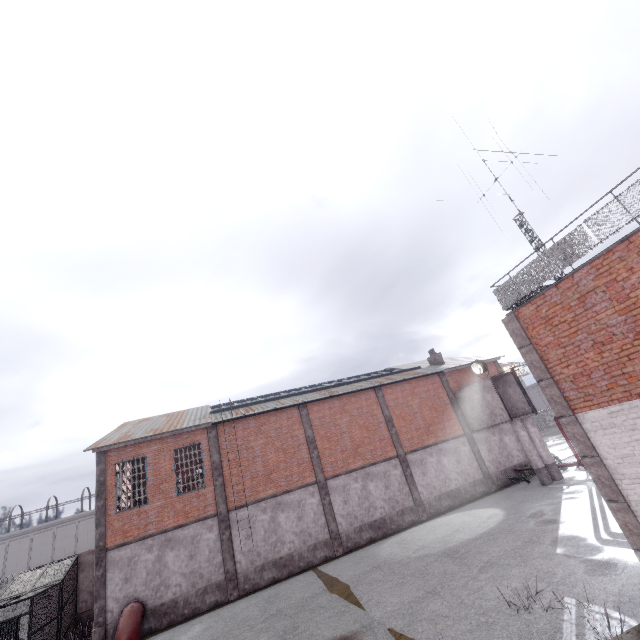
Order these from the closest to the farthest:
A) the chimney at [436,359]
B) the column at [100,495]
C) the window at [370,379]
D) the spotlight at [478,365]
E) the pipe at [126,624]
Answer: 1. the pipe at [126,624]
2. the column at [100,495]
3. the window at [370,379]
4. the spotlight at [478,365]
5. the chimney at [436,359]

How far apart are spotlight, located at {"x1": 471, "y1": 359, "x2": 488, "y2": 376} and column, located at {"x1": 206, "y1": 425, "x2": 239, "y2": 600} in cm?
1804

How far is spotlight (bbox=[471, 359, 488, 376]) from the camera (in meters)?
22.58

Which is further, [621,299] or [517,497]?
[517,497]

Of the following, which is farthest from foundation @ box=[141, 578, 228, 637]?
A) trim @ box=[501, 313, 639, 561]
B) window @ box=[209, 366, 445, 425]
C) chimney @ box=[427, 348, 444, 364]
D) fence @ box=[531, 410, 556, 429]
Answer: fence @ box=[531, 410, 556, 429]

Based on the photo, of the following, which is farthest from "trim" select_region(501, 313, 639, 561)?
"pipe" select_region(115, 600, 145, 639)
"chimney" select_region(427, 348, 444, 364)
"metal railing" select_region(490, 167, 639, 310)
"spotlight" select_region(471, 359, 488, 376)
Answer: "chimney" select_region(427, 348, 444, 364)

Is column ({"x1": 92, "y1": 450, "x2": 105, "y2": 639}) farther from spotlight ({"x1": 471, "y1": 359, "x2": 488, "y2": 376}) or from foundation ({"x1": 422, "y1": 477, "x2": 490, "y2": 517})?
spotlight ({"x1": 471, "y1": 359, "x2": 488, "y2": 376})

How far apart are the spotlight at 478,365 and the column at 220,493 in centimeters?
1804cm
